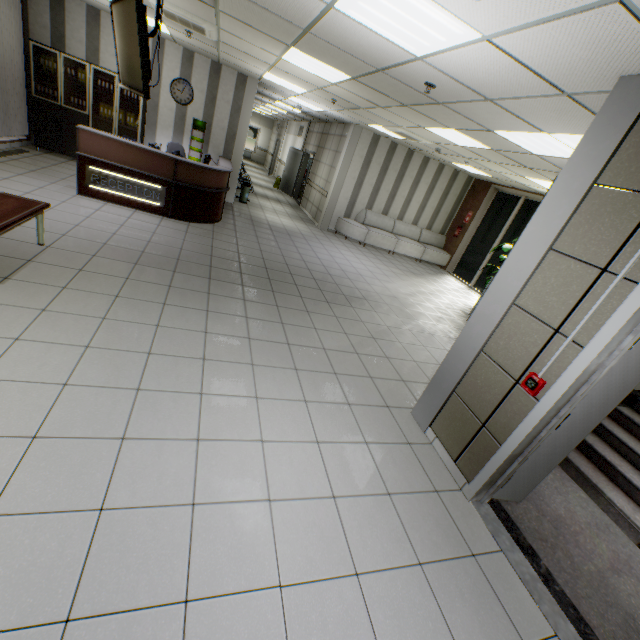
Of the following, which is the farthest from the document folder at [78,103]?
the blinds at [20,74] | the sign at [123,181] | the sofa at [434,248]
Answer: the sofa at [434,248]

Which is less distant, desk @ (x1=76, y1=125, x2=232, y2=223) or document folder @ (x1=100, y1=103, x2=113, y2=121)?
desk @ (x1=76, y1=125, x2=232, y2=223)

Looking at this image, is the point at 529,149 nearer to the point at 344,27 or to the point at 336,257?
the point at 344,27

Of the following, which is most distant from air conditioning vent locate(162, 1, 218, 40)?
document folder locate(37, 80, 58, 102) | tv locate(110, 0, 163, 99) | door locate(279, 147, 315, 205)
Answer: door locate(279, 147, 315, 205)

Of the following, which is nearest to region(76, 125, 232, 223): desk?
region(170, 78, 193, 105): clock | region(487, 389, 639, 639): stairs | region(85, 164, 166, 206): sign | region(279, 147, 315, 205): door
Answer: region(85, 164, 166, 206): sign

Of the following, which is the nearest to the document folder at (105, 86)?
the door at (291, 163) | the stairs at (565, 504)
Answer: the door at (291, 163)

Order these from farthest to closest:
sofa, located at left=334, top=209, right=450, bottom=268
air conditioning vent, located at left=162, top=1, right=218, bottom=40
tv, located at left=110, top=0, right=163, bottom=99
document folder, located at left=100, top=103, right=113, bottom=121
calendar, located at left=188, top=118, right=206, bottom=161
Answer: sofa, located at left=334, top=209, right=450, bottom=268, calendar, located at left=188, top=118, right=206, bottom=161, document folder, located at left=100, top=103, right=113, bottom=121, air conditioning vent, located at left=162, top=1, right=218, bottom=40, tv, located at left=110, top=0, right=163, bottom=99

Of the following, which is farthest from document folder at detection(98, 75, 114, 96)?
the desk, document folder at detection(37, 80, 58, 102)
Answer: the desk
